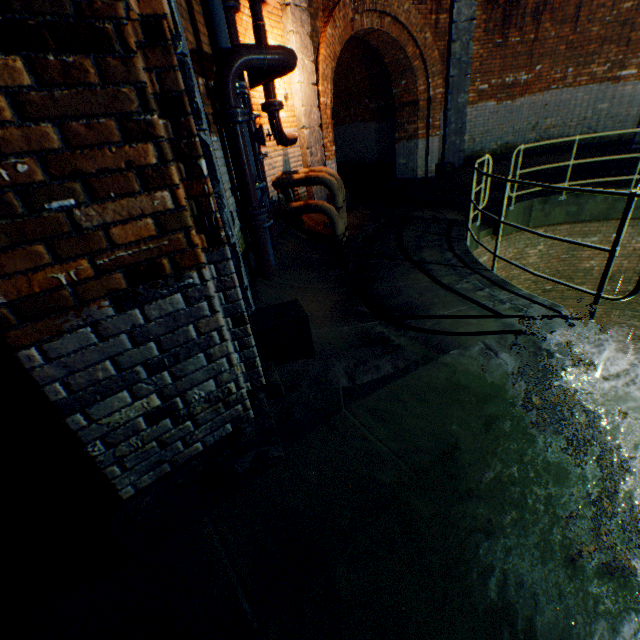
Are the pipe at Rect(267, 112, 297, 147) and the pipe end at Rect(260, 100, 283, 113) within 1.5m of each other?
yes

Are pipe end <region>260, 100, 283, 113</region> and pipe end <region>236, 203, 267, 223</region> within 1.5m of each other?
no

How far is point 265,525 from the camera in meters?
2.0 m

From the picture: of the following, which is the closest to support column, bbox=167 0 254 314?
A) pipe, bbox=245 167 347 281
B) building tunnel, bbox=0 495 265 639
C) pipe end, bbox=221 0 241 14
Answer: building tunnel, bbox=0 495 265 639

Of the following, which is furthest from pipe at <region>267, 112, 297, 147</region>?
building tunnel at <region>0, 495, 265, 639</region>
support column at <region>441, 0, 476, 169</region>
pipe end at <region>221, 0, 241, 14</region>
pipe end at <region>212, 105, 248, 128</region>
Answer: support column at <region>441, 0, 476, 169</region>

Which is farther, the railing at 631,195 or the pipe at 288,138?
the pipe at 288,138

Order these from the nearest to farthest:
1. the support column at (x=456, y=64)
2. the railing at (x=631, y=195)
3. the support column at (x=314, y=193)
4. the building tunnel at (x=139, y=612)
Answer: the building tunnel at (x=139, y=612), the railing at (x=631, y=195), the support column at (x=314, y=193), the support column at (x=456, y=64)

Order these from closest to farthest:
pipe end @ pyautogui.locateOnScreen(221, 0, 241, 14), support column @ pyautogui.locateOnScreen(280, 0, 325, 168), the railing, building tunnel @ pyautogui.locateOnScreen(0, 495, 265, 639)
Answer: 1. building tunnel @ pyautogui.locateOnScreen(0, 495, 265, 639)
2. the railing
3. pipe end @ pyautogui.locateOnScreen(221, 0, 241, 14)
4. support column @ pyautogui.locateOnScreen(280, 0, 325, 168)
